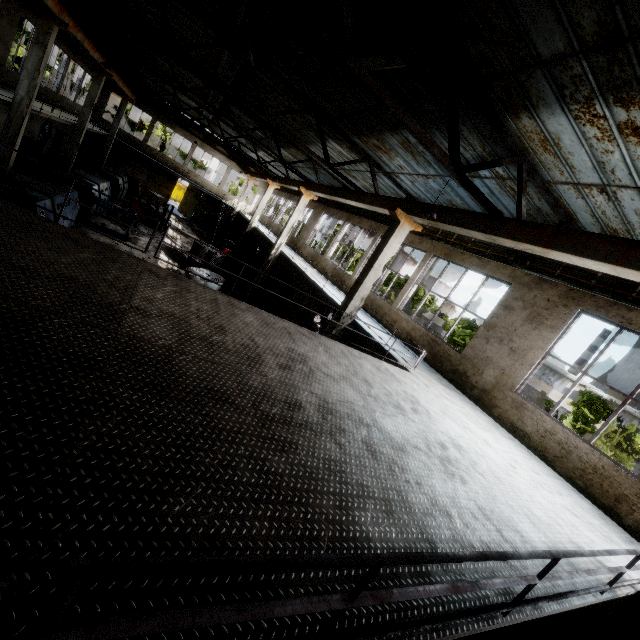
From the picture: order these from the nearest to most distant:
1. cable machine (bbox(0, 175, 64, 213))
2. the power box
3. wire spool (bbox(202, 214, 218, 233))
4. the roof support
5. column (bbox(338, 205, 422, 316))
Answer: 1. the roof support
2. column (bbox(338, 205, 422, 316))
3. cable machine (bbox(0, 175, 64, 213))
4. the power box
5. wire spool (bbox(202, 214, 218, 233))

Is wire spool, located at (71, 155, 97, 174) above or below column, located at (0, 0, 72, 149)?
below

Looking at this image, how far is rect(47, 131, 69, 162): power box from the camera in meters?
25.6

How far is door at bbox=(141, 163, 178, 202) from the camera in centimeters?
3431cm

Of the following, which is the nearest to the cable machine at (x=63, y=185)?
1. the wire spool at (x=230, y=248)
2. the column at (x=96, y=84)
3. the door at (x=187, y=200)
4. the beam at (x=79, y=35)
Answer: the beam at (x=79, y=35)

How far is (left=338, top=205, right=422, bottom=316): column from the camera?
10.2m

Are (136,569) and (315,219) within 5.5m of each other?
no

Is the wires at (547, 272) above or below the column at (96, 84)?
above
